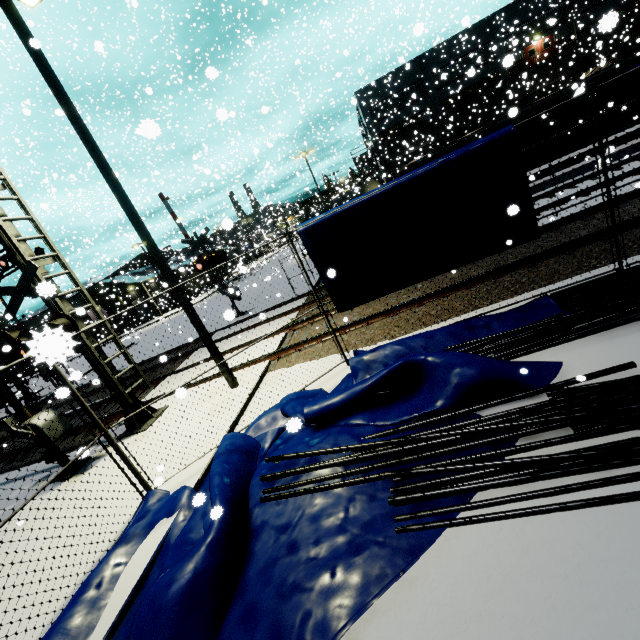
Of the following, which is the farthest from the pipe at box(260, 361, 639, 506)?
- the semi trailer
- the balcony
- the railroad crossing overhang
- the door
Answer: the door

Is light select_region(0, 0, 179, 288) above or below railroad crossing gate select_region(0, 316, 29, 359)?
above

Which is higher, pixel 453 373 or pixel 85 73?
pixel 85 73

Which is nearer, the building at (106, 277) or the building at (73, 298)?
the building at (106, 277)

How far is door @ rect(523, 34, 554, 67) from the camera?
36.03m

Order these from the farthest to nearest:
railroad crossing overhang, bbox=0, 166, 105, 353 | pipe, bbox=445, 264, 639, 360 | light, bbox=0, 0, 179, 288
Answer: railroad crossing overhang, bbox=0, 166, 105, 353
light, bbox=0, 0, 179, 288
pipe, bbox=445, 264, 639, 360

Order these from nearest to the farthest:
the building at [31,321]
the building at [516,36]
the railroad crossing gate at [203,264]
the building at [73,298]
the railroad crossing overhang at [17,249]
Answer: the railroad crossing overhang at [17,249], the railroad crossing gate at [203,264], the building at [516,36], the building at [31,321], the building at [73,298]

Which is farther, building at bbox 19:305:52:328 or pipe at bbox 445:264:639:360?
building at bbox 19:305:52:328
